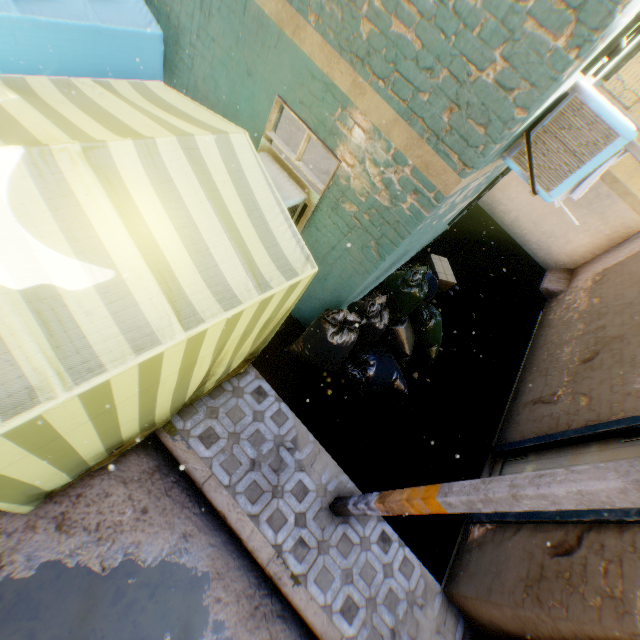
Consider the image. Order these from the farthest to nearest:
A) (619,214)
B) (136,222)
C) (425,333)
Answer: (619,214) → (425,333) → (136,222)

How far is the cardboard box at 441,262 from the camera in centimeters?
716cm

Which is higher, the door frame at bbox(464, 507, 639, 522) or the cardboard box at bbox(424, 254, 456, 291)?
the door frame at bbox(464, 507, 639, 522)

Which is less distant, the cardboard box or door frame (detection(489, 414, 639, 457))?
door frame (detection(489, 414, 639, 457))

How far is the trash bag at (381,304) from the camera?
4.46m

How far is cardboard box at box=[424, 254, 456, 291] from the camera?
7.2m

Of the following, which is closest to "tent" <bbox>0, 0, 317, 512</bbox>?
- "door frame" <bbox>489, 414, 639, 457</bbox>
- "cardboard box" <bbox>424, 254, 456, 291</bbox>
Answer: "door frame" <bbox>489, 414, 639, 457</bbox>

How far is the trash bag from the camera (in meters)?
4.46
